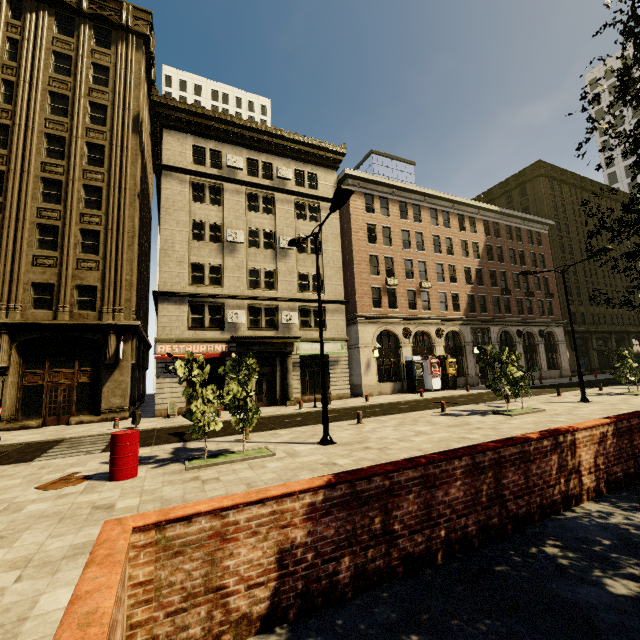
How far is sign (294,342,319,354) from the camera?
24.4m

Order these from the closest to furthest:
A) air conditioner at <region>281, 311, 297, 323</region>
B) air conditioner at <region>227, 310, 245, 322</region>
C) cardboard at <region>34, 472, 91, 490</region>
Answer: cardboard at <region>34, 472, 91, 490</region>
air conditioner at <region>227, 310, 245, 322</region>
air conditioner at <region>281, 311, 297, 323</region>

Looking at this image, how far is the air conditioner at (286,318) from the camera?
24.1m

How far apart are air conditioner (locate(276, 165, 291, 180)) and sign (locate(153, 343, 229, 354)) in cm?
1392

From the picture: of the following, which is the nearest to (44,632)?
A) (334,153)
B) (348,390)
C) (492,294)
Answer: (348,390)

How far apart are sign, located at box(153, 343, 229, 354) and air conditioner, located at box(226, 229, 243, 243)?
7.3m

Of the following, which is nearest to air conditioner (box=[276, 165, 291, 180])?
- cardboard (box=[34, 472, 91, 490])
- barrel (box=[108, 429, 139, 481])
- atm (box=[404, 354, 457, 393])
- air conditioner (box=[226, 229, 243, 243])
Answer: air conditioner (box=[226, 229, 243, 243])

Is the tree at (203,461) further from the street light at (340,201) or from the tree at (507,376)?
the tree at (507,376)
